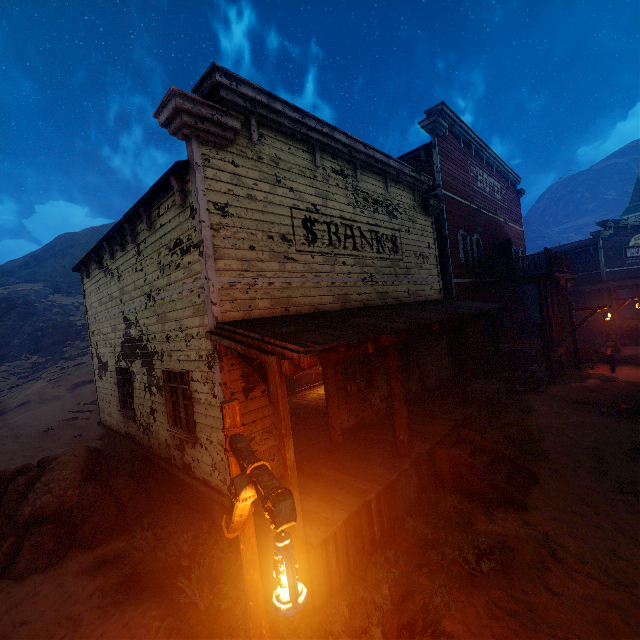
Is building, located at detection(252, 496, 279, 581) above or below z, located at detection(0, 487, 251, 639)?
above

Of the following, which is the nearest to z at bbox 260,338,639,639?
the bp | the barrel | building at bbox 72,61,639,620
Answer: building at bbox 72,61,639,620

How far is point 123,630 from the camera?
4.6 meters

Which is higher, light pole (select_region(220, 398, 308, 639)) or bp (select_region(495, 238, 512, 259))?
bp (select_region(495, 238, 512, 259))

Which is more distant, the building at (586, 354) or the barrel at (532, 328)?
the barrel at (532, 328)

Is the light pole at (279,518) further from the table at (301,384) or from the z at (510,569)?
the table at (301,384)

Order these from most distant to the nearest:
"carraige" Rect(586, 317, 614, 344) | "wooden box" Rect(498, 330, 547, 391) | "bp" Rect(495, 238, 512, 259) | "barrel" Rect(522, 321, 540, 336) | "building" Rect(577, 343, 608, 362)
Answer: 1. "barrel" Rect(522, 321, 540, 336)
2. "carraige" Rect(586, 317, 614, 344)
3. "bp" Rect(495, 238, 512, 259)
4. "building" Rect(577, 343, 608, 362)
5. "wooden box" Rect(498, 330, 547, 391)

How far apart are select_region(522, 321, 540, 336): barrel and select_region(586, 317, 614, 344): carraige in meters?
3.3 m
